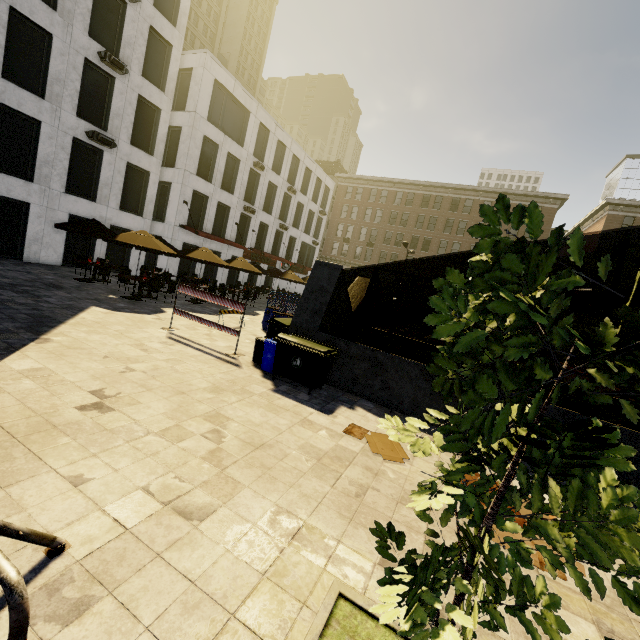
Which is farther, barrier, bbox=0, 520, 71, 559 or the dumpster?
the dumpster

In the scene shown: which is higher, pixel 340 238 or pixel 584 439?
pixel 340 238

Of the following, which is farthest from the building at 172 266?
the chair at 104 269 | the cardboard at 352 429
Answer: the cardboard at 352 429

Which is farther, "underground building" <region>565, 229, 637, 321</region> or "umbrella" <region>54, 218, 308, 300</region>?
"umbrella" <region>54, 218, 308, 300</region>

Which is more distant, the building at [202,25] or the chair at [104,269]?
the building at [202,25]

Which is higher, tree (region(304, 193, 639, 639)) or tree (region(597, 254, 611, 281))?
tree (region(597, 254, 611, 281))

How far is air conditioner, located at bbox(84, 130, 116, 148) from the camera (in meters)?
17.06

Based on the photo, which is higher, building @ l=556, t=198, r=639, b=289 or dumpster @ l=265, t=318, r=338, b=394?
building @ l=556, t=198, r=639, b=289
